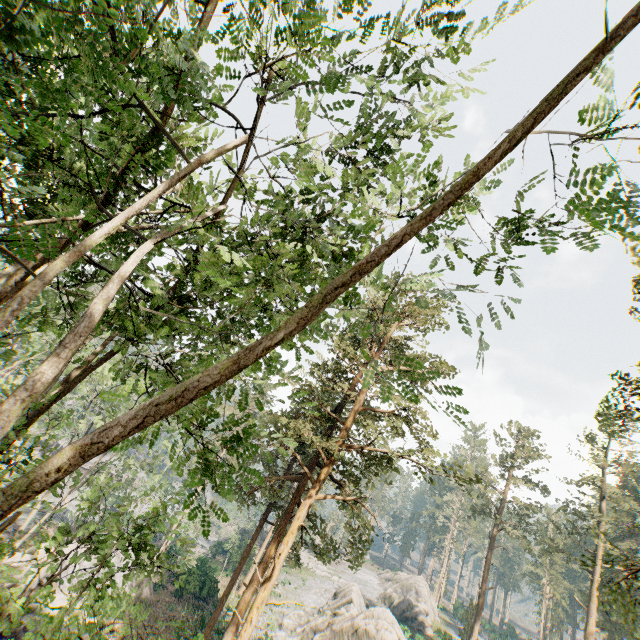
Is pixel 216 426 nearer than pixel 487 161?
No

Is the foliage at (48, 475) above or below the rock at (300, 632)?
above

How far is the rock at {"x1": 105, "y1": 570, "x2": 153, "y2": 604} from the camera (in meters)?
20.42

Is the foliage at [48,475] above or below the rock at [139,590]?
above

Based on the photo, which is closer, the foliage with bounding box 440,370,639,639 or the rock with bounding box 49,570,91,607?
the foliage with bounding box 440,370,639,639

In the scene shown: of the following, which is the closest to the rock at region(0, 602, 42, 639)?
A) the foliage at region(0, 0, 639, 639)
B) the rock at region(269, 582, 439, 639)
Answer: the foliage at region(0, 0, 639, 639)

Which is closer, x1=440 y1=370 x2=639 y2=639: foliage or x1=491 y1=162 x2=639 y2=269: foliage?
x1=491 y1=162 x2=639 y2=269: foliage
